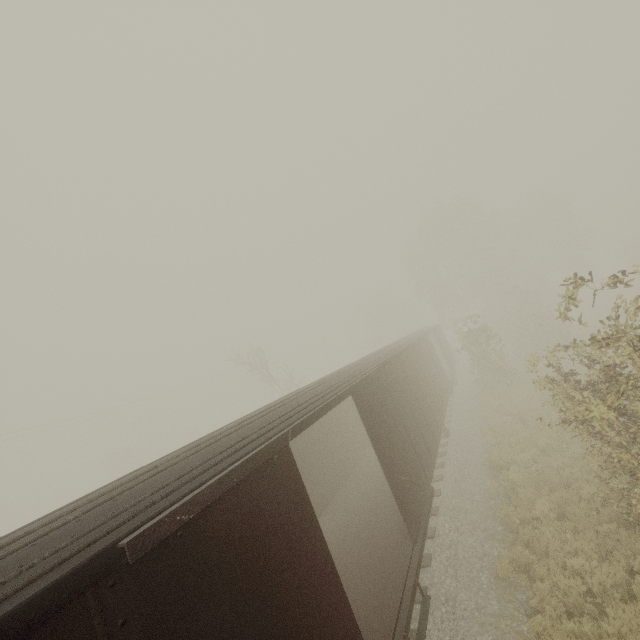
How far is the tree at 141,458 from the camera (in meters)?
47.38

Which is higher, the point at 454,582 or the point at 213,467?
the point at 213,467

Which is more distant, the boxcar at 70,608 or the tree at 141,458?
the tree at 141,458

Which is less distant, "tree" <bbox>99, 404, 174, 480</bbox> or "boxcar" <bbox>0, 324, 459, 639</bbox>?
"boxcar" <bbox>0, 324, 459, 639</bbox>

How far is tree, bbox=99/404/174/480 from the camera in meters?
47.4 m
